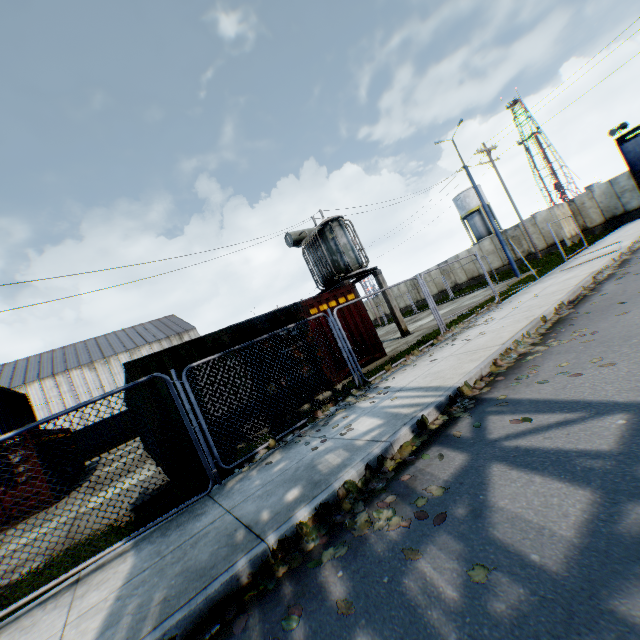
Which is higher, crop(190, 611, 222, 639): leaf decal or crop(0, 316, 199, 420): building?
crop(0, 316, 199, 420): building

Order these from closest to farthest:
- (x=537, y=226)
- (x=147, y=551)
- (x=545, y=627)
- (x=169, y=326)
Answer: (x=545, y=627), (x=147, y=551), (x=537, y=226), (x=169, y=326)

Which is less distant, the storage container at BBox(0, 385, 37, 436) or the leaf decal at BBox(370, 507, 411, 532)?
the leaf decal at BBox(370, 507, 411, 532)

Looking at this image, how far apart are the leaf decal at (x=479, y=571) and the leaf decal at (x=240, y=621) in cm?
186

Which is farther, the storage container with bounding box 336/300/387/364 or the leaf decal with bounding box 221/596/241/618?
the storage container with bounding box 336/300/387/364

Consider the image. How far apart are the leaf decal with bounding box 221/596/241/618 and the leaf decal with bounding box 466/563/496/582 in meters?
1.9

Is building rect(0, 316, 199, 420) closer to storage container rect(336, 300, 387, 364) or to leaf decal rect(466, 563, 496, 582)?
storage container rect(336, 300, 387, 364)

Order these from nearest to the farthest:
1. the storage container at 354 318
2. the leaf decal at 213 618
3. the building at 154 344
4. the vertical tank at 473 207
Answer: the leaf decal at 213 618 → the storage container at 354 318 → the building at 154 344 → the vertical tank at 473 207
